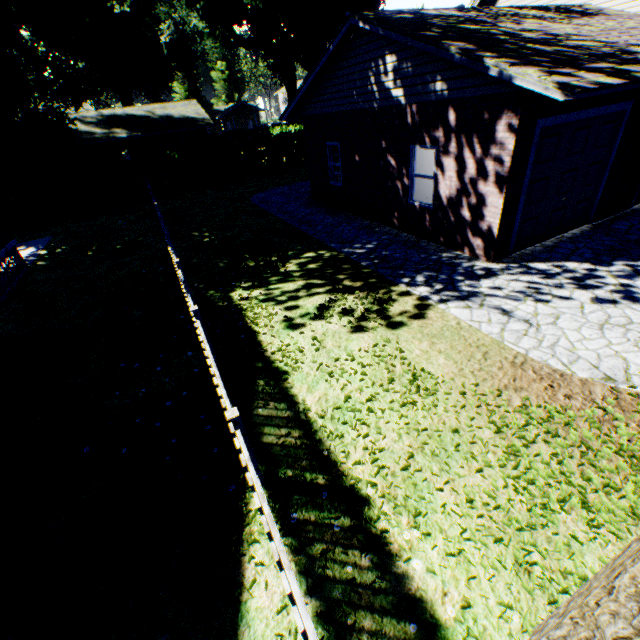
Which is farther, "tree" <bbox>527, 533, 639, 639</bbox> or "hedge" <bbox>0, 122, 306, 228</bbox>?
"hedge" <bbox>0, 122, 306, 228</bbox>

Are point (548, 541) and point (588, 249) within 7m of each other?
no

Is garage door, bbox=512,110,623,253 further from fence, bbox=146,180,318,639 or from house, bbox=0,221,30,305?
house, bbox=0,221,30,305

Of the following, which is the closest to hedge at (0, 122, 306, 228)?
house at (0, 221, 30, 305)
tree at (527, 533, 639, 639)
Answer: house at (0, 221, 30, 305)

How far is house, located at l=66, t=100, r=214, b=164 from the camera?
27.05m

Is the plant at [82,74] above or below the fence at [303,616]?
above

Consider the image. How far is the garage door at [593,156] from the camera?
7.2 meters

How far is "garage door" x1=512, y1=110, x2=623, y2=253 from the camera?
7.2 meters
